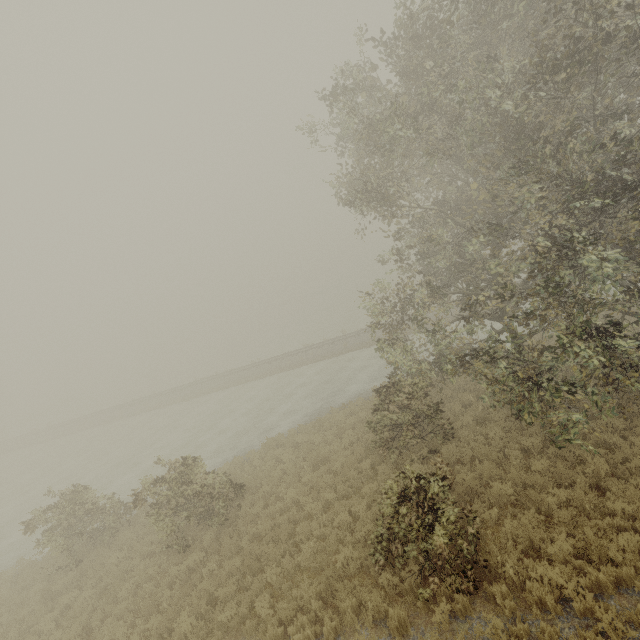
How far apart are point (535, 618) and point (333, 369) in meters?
22.0 m
